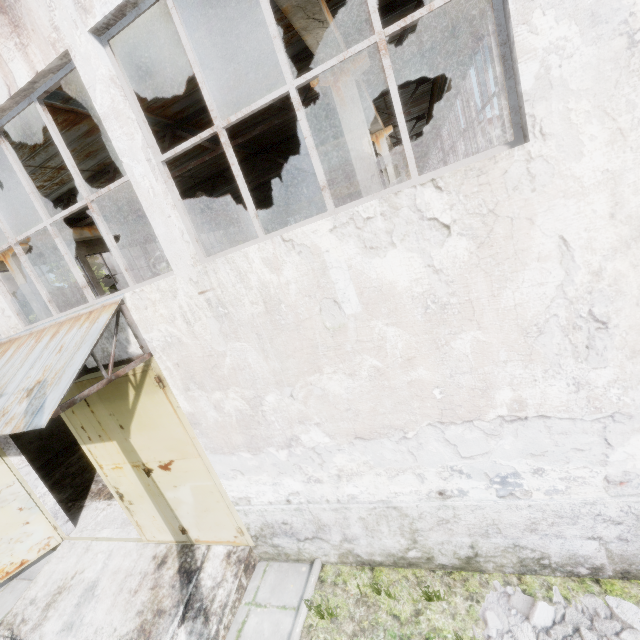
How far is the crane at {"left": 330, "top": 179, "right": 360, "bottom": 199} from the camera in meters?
22.1 m

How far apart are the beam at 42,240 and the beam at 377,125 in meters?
11.8

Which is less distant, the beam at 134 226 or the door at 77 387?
the door at 77 387

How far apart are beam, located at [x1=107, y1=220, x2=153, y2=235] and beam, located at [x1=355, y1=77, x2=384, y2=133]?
11.8 meters

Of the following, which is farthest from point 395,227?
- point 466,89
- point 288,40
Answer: point 466,89

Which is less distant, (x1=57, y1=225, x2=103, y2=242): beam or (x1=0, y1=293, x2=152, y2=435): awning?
(x1=0, y1=293, x2=152, y2=435): awning

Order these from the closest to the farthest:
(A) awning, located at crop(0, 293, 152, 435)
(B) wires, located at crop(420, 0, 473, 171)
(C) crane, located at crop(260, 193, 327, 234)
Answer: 1. (A) awning, located at crop(0, 293, 152, 435)
2. (B) wires, located at crop(420, 0, 473, 171)
3. (C) crane, located at crop(260, 193, 327, 234)
